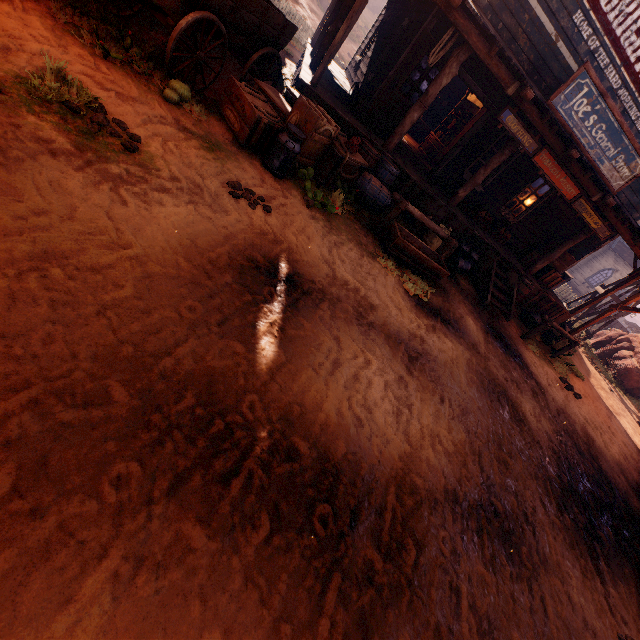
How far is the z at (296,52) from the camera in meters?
9.5 m

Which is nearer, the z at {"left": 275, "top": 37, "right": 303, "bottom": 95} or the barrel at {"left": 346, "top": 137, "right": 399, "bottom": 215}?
the barrel at {"left": 346, "top": 137, "right": 399, "bottom": 215}

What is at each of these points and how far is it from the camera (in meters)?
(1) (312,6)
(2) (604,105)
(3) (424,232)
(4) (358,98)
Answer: (1) z, 24.73
(2) building, 7.10
(3) burlap sack, 8.68
(4) metal tub, 8.02

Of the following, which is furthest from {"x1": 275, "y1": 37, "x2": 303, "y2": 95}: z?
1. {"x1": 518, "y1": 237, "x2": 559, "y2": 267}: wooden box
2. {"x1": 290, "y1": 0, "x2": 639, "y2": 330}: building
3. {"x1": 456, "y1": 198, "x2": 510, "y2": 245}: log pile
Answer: {"x1": 456, "y1": 198, "x2": 510, "y2": 245}: log pile

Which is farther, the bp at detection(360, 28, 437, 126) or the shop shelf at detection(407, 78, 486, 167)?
the shop shelf at detection(407, 78, 486, 167)

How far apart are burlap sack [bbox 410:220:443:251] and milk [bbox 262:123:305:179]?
4.3 meters

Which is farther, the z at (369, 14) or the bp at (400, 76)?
the z at (369, 14)

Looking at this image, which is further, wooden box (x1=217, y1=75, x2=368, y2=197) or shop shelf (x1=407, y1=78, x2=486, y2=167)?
shop shelf (x1=407, y1=78, x2=486, y2=167)
